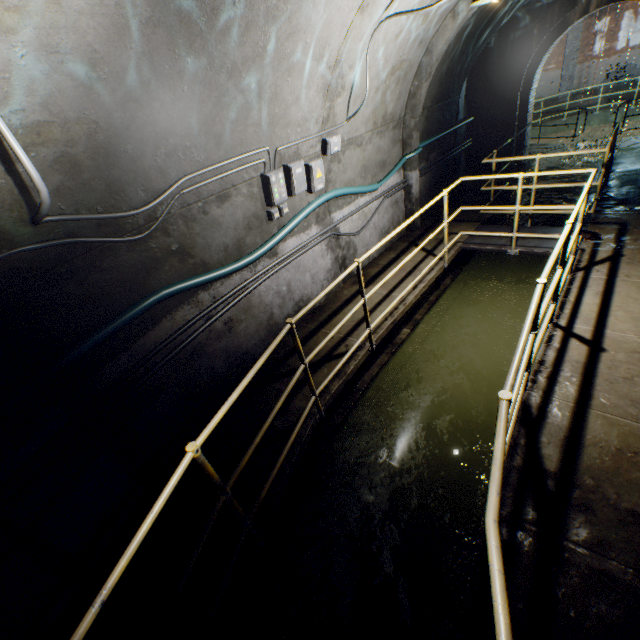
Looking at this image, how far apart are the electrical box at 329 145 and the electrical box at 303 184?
0.5m

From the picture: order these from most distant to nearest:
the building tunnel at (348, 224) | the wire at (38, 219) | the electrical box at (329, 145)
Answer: the building tunnel at (348, 224), the electrical box at (329, 145), the wire at (38, 219)

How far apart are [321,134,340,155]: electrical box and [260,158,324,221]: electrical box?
0.5m

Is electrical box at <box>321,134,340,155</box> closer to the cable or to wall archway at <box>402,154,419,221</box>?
the cable

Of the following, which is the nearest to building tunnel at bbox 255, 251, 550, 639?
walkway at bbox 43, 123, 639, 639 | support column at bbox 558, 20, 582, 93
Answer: walkway at bbox 43, 123, 639, 639

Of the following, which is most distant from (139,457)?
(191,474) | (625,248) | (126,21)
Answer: (625,248)

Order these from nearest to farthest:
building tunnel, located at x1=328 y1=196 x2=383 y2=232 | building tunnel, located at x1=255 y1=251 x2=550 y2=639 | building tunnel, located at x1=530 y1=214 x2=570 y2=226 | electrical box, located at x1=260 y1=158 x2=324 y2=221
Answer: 1. building tunnel, located at x1=255 y1=251 x2=550 y2=639
2. electrical box, located at x1=260 y1=158 x2=324 y2=221
3. building tunnel, located at x1=328 y1=196 x2=383 y2=232
4. building tunnel, located at x1=530 y1=214 x2=570 y2=226

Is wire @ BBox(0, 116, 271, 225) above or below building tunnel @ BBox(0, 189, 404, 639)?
above
